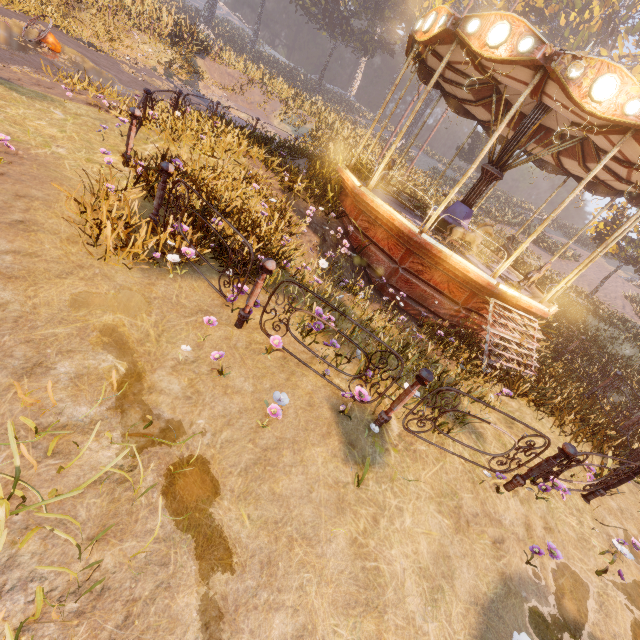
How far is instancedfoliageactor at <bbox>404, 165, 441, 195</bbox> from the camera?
18.33m

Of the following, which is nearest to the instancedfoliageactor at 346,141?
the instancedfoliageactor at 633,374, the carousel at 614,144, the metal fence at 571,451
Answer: the carousel at 614,144

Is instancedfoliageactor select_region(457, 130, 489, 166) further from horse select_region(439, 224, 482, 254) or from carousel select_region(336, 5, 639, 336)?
horse select_region(439, 224, 482, 254)

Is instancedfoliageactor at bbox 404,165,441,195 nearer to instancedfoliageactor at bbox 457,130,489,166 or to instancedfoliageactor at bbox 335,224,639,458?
instancedfoliageactor at bbox 457,130,489,166

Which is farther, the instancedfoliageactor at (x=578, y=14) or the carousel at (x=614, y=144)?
the instancedfoliageactor at (x=578, y=14)

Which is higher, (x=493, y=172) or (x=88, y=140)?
(x=493, y=172)

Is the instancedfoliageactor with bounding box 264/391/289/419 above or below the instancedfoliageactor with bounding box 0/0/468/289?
below

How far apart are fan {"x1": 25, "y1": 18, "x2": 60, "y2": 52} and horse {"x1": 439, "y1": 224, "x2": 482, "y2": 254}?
13.1m
